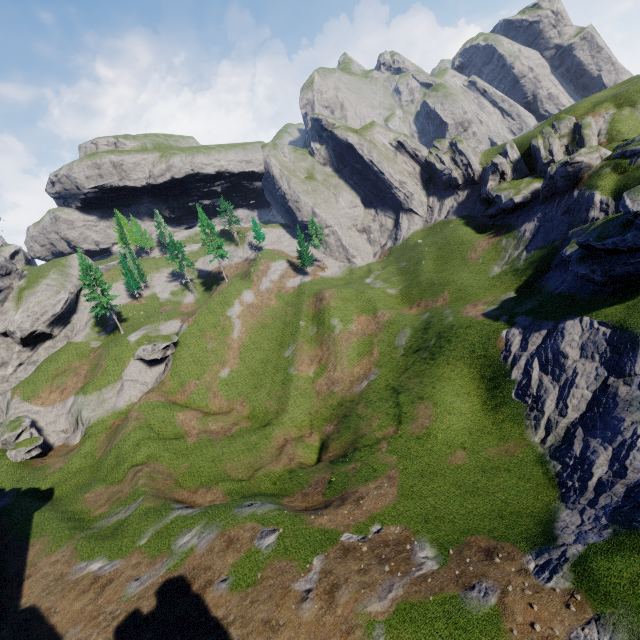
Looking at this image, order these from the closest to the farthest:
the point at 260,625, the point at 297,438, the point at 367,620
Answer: the point at 367,620
the point at 260,625
the point at 297,438
